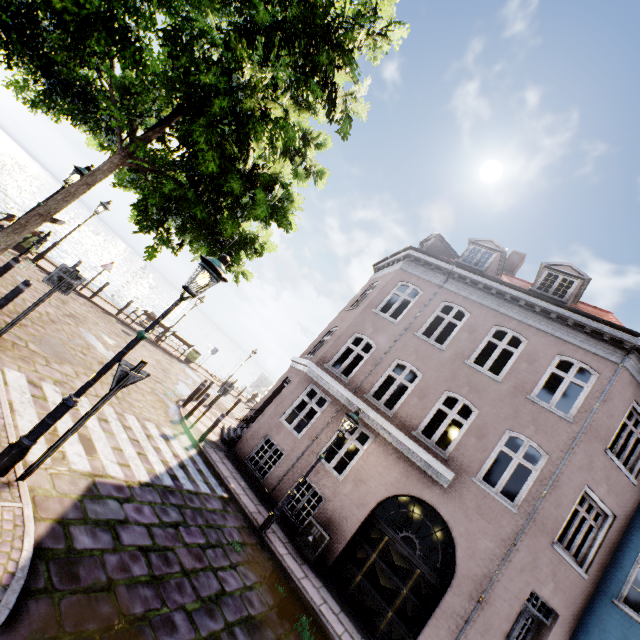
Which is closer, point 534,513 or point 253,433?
point 534,513

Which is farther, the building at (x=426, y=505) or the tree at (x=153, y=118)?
the building at (x=426, y=505)

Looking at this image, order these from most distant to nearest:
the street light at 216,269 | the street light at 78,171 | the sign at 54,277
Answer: the street light at 78,171
the sign at 54,277
the street light at 216,269

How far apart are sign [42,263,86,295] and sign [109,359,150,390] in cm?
326

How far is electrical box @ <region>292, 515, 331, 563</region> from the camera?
8.9m

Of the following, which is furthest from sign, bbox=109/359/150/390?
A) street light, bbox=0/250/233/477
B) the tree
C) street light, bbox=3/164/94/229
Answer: street light, bbox=3/164/94/229

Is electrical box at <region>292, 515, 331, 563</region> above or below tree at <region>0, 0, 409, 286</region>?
below

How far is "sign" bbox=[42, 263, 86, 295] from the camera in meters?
6.0
